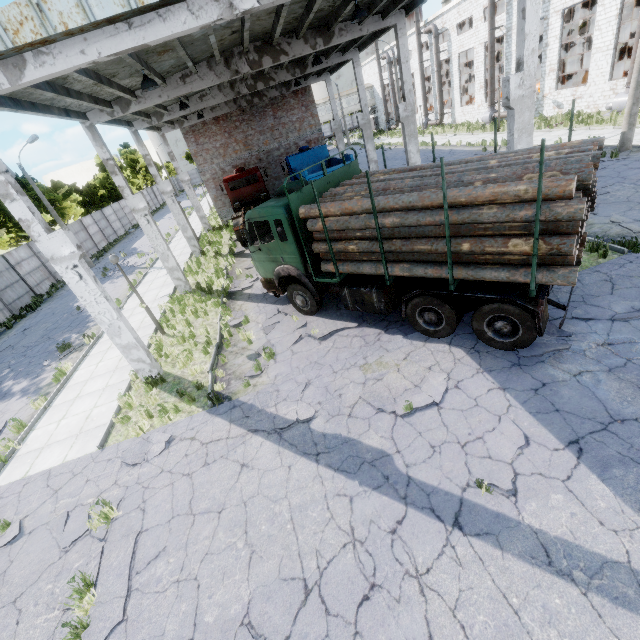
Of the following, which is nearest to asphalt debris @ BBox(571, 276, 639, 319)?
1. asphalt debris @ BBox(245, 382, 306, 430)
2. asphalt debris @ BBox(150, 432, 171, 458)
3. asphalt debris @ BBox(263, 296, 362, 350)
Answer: asphalt debris @ BBox(263, 296, 362, 350)

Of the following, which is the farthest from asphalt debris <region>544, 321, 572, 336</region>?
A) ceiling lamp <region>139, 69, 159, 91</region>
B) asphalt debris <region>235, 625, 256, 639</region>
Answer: ceiling lamp <region>139, 69, 159, 91</region>

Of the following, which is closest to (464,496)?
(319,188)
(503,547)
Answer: (503,547)

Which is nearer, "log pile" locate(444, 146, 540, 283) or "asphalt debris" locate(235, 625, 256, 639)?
"asphalt debris" locate(235, 625, 256, 639)

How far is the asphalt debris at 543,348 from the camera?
6.6m

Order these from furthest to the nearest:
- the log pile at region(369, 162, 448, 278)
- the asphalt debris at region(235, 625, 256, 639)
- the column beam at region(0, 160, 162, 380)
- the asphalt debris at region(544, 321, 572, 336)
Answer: the column beam at region(0, 160, 162, 380)
the asphalt debris at region(544, 321, 572, 336)
the log pile at region(369, 162, 448, 278)
the asphalt debris at region(235, 625, 256, 639)

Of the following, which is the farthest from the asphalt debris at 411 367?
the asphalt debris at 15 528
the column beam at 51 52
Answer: the asphalt debris at 15 528

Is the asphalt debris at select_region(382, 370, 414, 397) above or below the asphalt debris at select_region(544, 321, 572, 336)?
below
